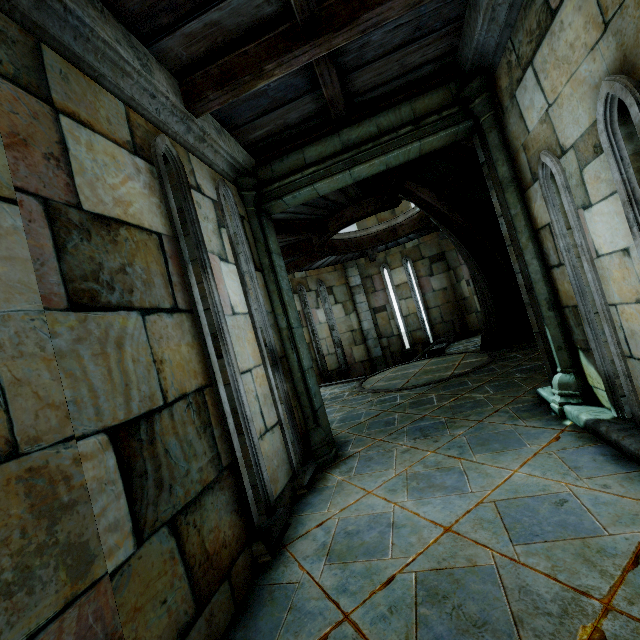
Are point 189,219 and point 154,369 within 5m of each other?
yes

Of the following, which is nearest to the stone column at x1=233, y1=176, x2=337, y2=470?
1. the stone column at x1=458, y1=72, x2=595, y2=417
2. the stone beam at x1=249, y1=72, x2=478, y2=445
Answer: the stone beam at x1=249, y1=72, x2=478, y2=445

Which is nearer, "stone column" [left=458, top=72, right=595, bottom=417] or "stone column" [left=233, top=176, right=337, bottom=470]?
"stone column" [left=458, top=72, right=595, bottom=417]

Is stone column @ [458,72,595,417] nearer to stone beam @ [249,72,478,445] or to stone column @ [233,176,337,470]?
stone beam @ [249,72,478,445]

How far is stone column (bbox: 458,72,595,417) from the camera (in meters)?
3.53

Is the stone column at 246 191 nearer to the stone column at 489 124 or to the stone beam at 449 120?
the stone beam at 449 120

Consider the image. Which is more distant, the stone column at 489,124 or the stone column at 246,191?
the stone column at 246,191
